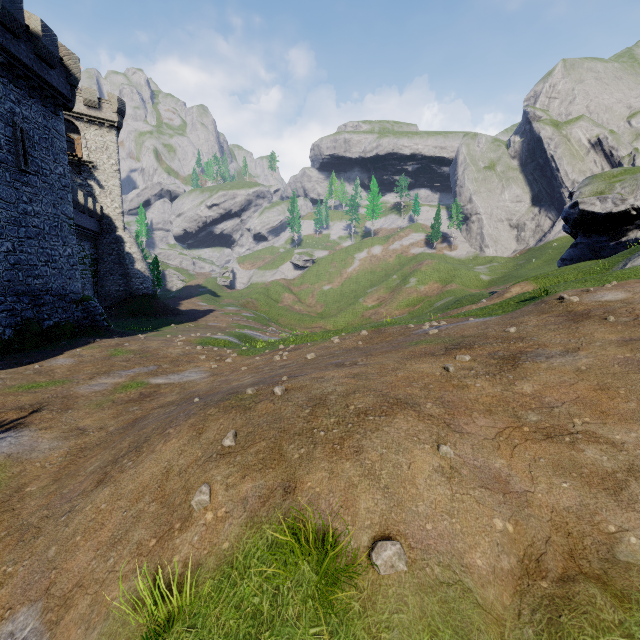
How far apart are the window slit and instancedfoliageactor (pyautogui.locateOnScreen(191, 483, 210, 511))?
21.69m

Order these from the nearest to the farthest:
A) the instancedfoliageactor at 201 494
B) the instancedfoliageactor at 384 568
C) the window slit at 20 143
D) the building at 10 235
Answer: the instancedfoliageactor at 384 568 → the instancedfoliageactor at 201 494 → the building at 10 235 → the window slit at 20 143

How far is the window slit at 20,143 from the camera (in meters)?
16.53

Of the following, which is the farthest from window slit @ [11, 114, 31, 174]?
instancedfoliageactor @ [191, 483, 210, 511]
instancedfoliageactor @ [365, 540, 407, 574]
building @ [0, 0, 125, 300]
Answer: instancedfoliageactor @ [365, 540, 407, 574]

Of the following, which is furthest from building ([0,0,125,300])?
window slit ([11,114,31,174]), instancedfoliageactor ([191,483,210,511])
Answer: Result: instancedfoliageactor ([191,483,210,511])

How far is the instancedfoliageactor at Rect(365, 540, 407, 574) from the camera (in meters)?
2.79

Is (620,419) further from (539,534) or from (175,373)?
(175,373)

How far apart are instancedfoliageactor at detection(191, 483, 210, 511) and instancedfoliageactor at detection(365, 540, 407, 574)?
1.8 meters
